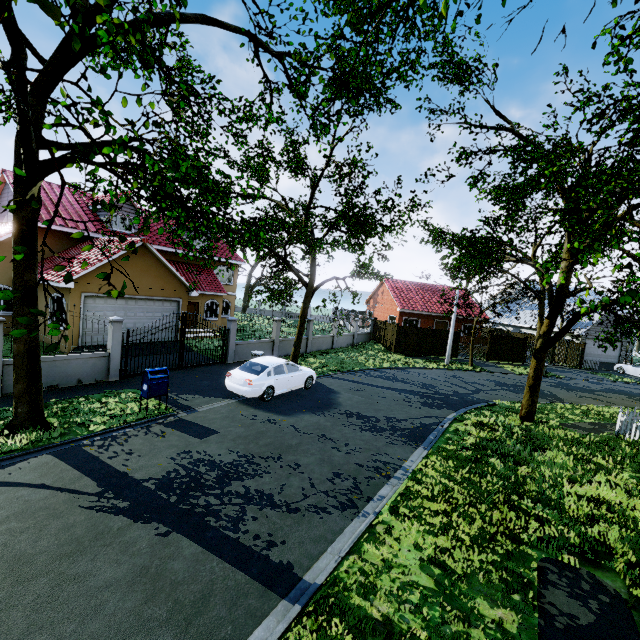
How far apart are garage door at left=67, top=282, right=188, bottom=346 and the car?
7.7m

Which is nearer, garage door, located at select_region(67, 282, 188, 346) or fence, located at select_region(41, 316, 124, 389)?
fence, located at select_region(41, 316, 124, 389)

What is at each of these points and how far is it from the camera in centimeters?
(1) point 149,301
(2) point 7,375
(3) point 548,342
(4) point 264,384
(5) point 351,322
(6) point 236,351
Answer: (1) garage door, 1788cm
(2) fence, 1007cm
(3) tree, 1265cm
(4) car, 1230cm
(5) fence, 3959cm
(6) fence, 1800cm

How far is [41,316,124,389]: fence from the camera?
10.98m

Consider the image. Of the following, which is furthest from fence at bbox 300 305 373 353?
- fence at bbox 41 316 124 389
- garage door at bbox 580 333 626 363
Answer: garage door at bbox 580 333 626 363

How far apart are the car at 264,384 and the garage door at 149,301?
7.7 meters

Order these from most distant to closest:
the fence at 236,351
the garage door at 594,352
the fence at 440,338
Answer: the garage door at 594,352
the fence at 440,338
the fence at 236,351

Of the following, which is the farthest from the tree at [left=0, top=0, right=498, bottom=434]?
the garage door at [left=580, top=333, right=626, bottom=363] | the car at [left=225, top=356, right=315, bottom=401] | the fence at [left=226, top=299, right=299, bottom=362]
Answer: the car at [left=225, top=356, right=315, bottom=401]
